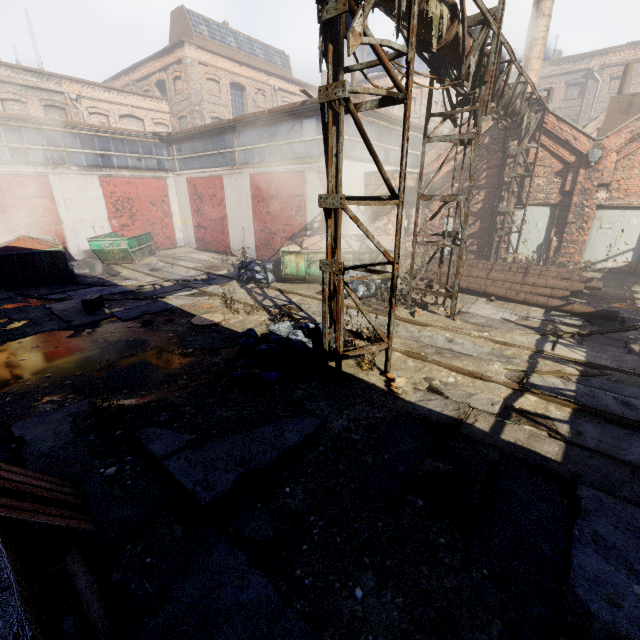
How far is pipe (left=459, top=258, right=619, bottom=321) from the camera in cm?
935

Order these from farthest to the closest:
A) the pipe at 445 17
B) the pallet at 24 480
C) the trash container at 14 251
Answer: the trash container at 14 251 < the pipe at 445 17 < the pallet at 24 480

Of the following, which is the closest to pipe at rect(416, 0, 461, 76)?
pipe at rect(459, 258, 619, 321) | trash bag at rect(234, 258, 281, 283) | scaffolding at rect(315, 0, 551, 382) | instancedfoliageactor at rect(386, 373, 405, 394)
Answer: scaffolding at rect(315, 0, 551, 382)

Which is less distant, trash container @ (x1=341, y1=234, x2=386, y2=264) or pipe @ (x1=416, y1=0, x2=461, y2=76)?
pipe @ (x1=416, y1=0, x2=461, y2=76)

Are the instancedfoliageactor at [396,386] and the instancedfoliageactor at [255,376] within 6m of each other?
yes

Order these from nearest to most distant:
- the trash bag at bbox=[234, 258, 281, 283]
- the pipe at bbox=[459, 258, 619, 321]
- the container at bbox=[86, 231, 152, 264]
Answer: the pipe at bbox=[459, 258, 619, 321]
the trash bag at bbox=[234, 258, 281, 283]
the container at bbox=[86, 231, 152, 264]

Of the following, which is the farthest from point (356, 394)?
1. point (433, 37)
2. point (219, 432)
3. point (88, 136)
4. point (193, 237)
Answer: point (88, 136)

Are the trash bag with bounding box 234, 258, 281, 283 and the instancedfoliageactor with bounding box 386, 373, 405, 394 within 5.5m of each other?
no
